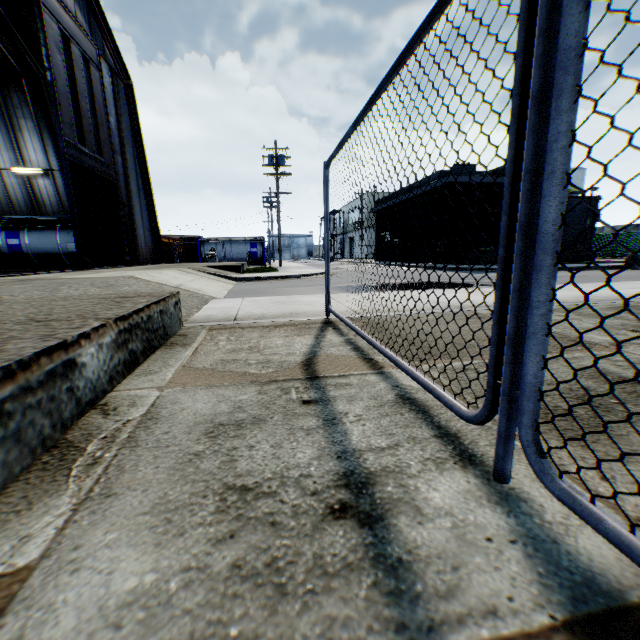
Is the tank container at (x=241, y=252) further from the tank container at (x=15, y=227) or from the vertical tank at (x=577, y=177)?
the vertical tank at (x=577, y=177)

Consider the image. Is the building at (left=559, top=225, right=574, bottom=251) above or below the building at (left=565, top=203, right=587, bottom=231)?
below

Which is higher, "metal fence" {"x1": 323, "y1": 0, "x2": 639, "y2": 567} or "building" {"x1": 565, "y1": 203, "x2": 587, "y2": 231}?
"building" {"x1": 565, "y1": 203, "x2": 587, "y2": 231}

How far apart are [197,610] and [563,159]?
1.7m

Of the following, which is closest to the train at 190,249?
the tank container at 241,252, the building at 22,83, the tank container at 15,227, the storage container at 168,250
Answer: the tank container at 241,252

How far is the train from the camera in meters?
42.2

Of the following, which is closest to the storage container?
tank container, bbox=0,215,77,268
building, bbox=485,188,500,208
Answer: tank container, bbox=0,215,77,268

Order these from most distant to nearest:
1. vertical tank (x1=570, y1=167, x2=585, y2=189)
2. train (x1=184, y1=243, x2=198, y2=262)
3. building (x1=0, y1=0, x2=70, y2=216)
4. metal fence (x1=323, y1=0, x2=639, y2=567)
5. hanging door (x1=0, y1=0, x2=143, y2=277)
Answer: vertical tank (x1=570, y1=167, x2=585, y2=189)
train (x1=184, y1=243, x2=198, y2=262)
building (x1=0, y1=0, x2=70, y2=216)
hanging door (x1=0, y1=0, x2=143, y2=277)
metal fence (x1=323, y1=0, x2=639, y2=567)
